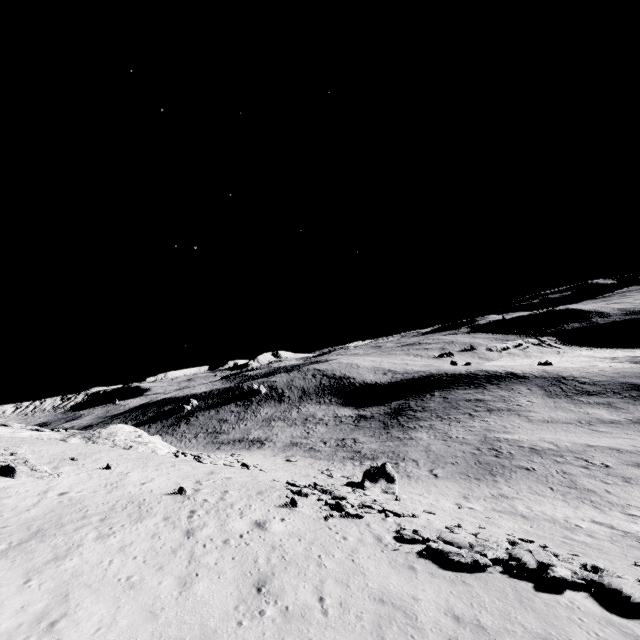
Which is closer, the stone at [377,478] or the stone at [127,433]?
the stone at [377,478]

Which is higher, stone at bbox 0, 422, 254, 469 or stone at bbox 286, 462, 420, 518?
stone at bbox 0, 422, 254, 469

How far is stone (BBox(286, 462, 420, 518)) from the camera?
18.6 meters

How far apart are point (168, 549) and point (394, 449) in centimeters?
3442cm

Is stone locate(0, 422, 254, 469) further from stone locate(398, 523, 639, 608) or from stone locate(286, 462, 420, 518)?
stone locate(398, 523, 639, 608)

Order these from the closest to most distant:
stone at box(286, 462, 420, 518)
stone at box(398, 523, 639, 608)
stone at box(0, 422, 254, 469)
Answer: stone at box(398, 523, 639, 608), stone at box(286, 462, 420, 518), stone at box(0, 422, 254, 469)

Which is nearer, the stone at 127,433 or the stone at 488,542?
the stone at 488,542

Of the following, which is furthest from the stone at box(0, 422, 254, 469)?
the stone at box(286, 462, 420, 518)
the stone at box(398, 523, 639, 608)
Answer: the stone at box(398, 523, 639, 608)
